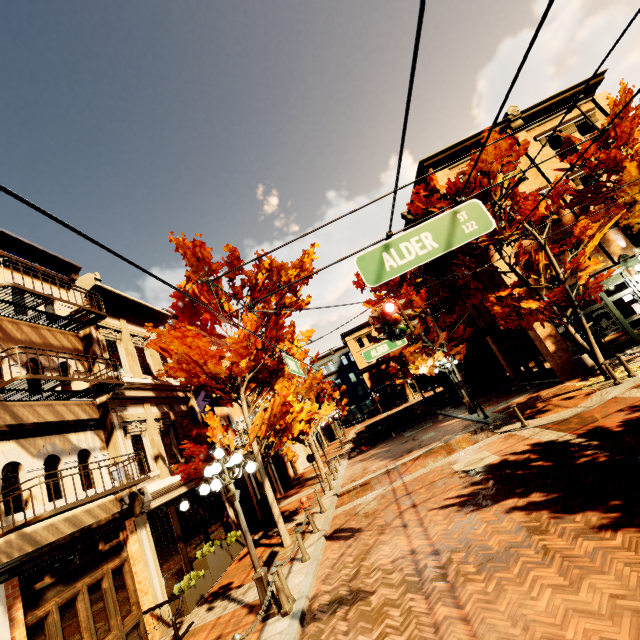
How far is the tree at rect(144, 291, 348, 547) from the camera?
10.33m

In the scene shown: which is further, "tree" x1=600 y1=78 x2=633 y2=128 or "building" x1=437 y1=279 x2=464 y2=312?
"building" x1=437 y1=279 x2=464 y2=312

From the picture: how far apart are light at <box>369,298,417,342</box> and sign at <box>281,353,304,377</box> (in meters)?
2.15

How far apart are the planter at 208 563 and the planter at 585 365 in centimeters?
1700cm

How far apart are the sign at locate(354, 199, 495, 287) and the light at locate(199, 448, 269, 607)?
5.98m

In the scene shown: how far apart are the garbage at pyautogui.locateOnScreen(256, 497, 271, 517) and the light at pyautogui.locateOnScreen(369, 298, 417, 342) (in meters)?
13.69

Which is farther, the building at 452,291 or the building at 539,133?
the building at 452,291

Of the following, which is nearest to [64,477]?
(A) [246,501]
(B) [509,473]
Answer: (B) [509,473]
